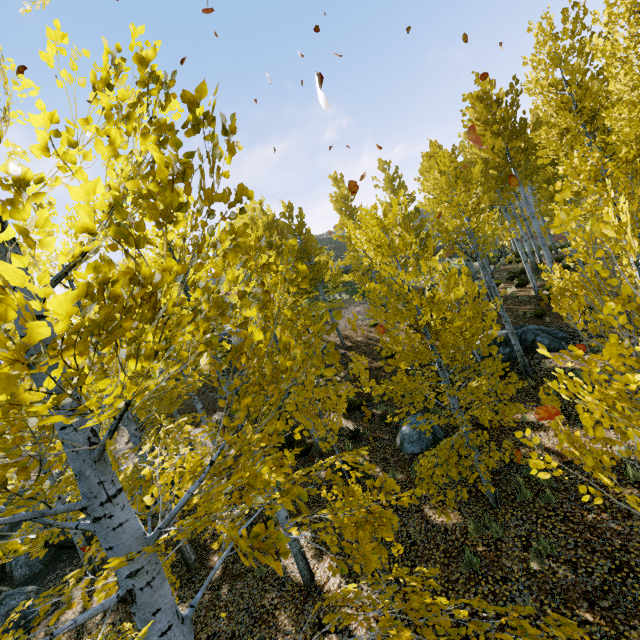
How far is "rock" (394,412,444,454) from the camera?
9.63m

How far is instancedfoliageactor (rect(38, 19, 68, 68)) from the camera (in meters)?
1.68

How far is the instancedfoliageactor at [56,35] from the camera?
1.7m

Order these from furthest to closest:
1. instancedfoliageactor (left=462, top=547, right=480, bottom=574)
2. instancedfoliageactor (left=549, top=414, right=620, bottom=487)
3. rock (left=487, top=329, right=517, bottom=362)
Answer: rock (left=487, top=329, right=517, bottom=362) < instancedfoliageactor (left=462, top=547, right=480, bottom=574) < instancedfoliageactor (left=549, top=414, right=620, bottom=487)

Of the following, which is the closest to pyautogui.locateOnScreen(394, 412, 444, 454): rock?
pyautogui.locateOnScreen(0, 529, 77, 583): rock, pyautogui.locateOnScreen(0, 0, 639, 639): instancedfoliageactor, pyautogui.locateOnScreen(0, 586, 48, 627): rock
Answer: A: pyautogui.locateOnScreen(0, 0, 639, 639): instancedfoliageactor

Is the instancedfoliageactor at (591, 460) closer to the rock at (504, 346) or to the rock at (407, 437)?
the rock at (504, 346)

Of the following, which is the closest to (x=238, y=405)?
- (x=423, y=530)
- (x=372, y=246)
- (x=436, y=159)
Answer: (x=372, y=246)
